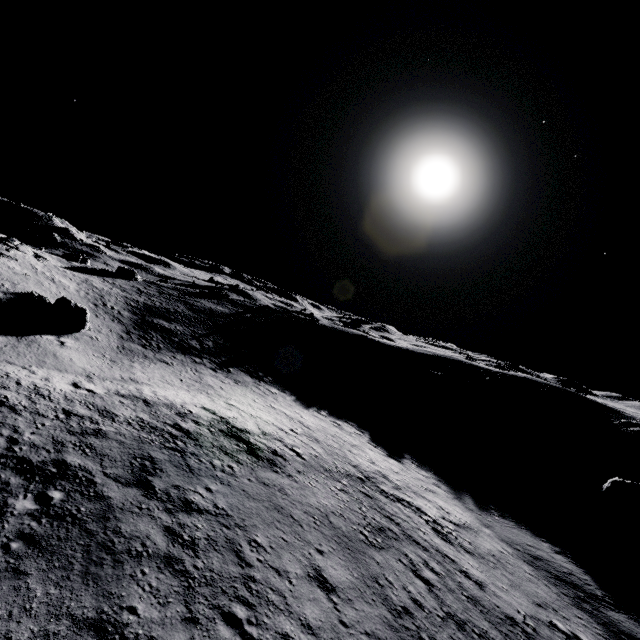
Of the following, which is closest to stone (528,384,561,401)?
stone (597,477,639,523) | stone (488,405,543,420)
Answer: stone (488,405,543,420)

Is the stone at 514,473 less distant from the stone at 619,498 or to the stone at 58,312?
the stone at 619,498

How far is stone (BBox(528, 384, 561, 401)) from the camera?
45.62m

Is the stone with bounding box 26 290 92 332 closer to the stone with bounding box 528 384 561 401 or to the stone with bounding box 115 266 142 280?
the stone with bounding box 115 266 142 280

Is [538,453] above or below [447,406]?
below

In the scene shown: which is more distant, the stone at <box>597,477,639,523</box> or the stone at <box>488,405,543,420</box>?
the stone at <box>488,405,543,420</box>

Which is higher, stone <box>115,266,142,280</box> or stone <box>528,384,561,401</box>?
stone <box>528,384,561,401</box>

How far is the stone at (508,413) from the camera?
38.16m
